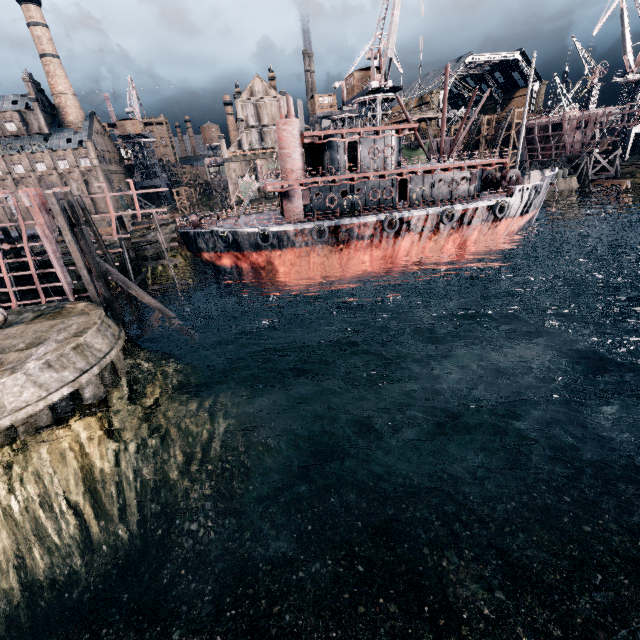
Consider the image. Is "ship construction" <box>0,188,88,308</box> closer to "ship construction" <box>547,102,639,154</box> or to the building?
the building

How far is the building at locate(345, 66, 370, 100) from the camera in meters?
46.7 m

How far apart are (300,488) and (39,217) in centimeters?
2643cm

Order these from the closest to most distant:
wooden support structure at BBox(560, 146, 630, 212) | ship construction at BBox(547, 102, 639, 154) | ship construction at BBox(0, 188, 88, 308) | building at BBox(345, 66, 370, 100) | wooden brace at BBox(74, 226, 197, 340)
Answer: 1. wooden brace at BBox(74, 226, 197, 340)
2. ship construction at BBox(0, 188, 88, 308)
3. building at BBox(345, 66, 370, 100)
4. ship construction at BBox(547, 102, 639, 154)
5. wooden support structure at BBox(560, 146, 630, 212)

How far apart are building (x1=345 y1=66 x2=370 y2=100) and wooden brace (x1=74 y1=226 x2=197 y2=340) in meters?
43.6 m

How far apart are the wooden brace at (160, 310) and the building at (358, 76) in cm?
4362

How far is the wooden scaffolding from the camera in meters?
18.6

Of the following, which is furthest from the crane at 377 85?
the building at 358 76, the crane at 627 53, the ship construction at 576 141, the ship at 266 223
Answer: the crane at 627 53
